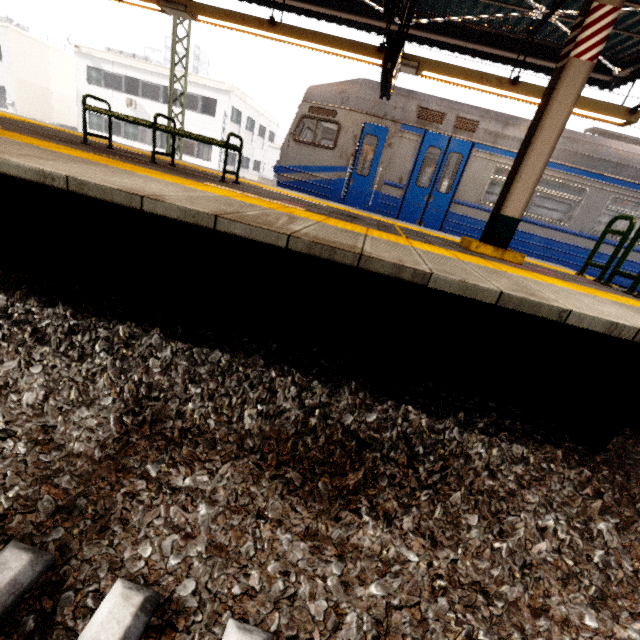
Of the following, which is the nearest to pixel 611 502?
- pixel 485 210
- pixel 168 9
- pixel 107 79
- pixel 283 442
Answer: pixel 283 442

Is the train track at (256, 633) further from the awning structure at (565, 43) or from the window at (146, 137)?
the window at (146, 137)

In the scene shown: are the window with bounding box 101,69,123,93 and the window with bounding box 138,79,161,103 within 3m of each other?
yes

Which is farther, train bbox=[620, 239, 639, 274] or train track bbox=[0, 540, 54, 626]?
train bbox=[620, 239, 639, 274]

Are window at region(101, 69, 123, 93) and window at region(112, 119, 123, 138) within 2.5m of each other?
yes

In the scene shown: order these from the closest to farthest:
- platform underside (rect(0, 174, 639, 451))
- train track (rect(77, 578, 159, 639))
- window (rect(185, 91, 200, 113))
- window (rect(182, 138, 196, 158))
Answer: train track (rect(77, 578, 159, 639)) → platform underside (rect(0, 174, 639, 451)) → window (rect(185, 91, 200, 113)) → window (rect(182, 138, 196, 158))

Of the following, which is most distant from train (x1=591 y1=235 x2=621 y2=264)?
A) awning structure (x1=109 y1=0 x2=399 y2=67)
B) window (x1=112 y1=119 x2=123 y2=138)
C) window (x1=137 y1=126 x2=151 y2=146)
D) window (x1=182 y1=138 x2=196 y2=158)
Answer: window (x1=112 y1=119 x2=123 y2=138)

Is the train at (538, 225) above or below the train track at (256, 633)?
above
